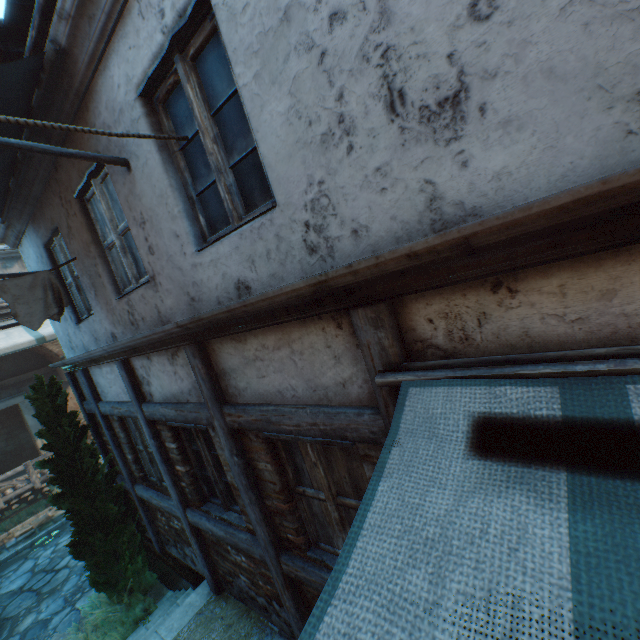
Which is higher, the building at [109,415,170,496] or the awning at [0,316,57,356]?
the awning at [0,316,57,356]

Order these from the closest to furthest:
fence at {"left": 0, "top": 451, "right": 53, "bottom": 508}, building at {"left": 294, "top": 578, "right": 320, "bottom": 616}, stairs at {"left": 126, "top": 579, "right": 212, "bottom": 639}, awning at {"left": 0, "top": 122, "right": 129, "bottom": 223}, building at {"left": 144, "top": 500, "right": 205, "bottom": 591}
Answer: awning at {"left": 0, "top": 122, "right": 129, "bottom": 223}, building at {"left": 294, "top": 578, "right": 320, "bottom": 616}, stairs at {"left": 126, "top": 579, "right": 212, "bottom": 639}, building at {"left": 144, "top": 500, "right": 205, "bottom": 591}, fence at {"left": 0, "top": 451, "right": 53, "bottom": 508}

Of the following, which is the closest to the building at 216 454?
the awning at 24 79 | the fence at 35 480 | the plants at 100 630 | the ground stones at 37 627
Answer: the awning at 24 79

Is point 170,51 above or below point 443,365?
above

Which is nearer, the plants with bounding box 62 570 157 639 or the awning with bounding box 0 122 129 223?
the awning with bounding box 0 122 129 223

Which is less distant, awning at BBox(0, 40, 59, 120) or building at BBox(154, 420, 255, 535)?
awning at BBox(0, 40, 59, 120)

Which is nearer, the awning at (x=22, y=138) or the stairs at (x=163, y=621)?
the awning at (x=22, y=138)

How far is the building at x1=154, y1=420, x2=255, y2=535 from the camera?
3.60m
